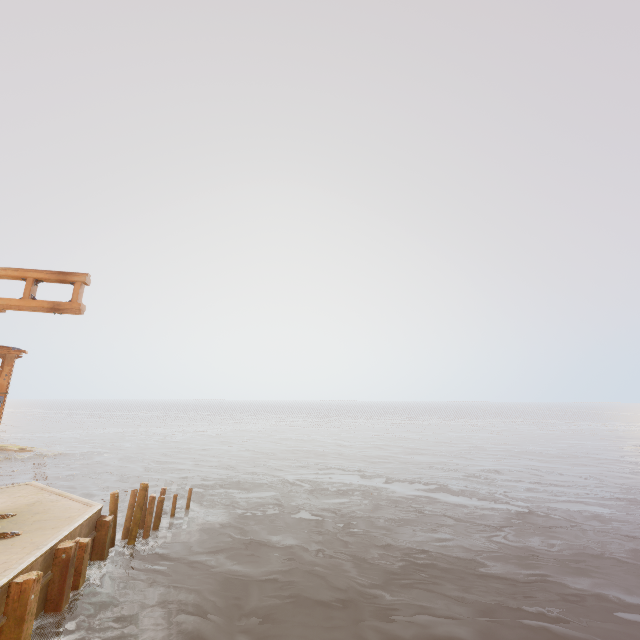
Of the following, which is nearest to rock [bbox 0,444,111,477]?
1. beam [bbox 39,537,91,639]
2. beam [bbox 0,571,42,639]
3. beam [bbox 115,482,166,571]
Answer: beam [bbox 115,482,166,571]

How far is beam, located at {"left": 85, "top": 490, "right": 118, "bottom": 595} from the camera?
10.2m

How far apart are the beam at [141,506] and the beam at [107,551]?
1.5m

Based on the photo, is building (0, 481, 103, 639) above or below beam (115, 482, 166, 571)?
above

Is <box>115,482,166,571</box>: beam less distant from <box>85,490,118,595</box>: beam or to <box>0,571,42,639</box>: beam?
<box>85,490,118,595</box>: beam

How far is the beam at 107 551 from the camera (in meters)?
10.18

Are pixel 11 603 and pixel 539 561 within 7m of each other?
no

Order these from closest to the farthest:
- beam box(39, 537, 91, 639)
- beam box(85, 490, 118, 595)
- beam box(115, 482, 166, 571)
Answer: beam box(39, 537, 91, 639) < beam box(85, 490, 118, 595) < beam box(115, 482, 166, 571)
